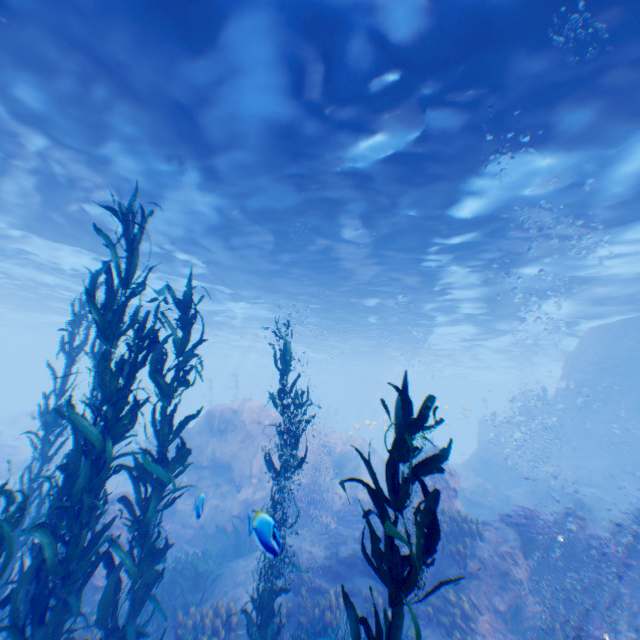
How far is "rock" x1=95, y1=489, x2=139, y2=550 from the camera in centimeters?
1082cm

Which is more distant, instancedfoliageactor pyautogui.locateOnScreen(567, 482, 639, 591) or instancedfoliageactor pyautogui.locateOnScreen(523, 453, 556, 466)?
instancedfoliageactor pyautogui.locateOnScreen(523, 453, 556, 466)

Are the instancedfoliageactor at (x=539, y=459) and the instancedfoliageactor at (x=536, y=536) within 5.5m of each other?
no

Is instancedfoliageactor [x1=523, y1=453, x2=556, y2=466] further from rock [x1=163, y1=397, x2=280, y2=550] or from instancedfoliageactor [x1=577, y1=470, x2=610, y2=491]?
instancedfoliageactor [x1=577, y1=470, x2=610, y2=491]

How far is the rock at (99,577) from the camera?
8.86m

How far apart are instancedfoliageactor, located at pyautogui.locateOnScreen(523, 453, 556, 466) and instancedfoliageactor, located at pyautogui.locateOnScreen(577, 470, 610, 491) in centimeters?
133cm

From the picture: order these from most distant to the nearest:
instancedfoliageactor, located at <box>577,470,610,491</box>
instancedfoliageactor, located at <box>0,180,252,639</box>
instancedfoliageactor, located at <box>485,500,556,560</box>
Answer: instancedfoliageactor, located at <box>577,470,610,491</box> < instancedfoliageactor, located at <box>485,500,556,560</box> < instancedfoliageactor, located at <box>0,180,252,639</box>

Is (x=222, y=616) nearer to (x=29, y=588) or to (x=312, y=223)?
(x=29, y=588)
